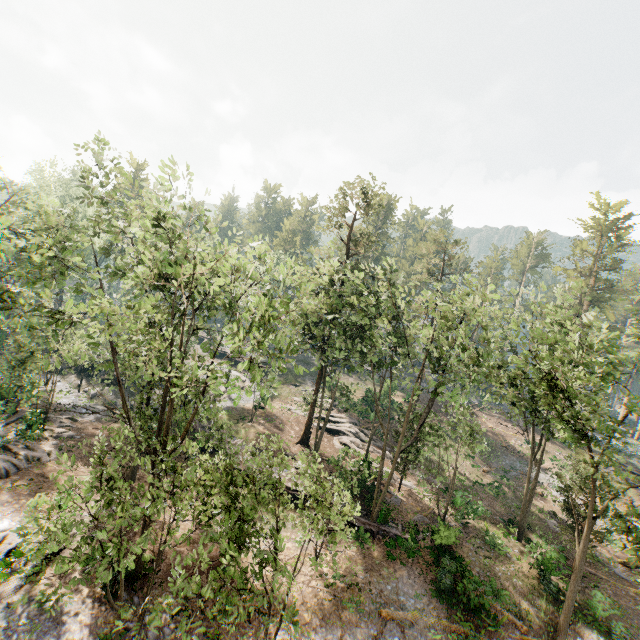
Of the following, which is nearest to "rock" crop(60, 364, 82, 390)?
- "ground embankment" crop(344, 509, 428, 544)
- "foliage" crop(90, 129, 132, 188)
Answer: "foliage" crop(90, 129, 132, 188)

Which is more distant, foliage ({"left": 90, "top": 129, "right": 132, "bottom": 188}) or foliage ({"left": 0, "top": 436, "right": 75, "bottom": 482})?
Result: foliage ({"left": 90, "top": 129, "right": 132, "bottom": 188})

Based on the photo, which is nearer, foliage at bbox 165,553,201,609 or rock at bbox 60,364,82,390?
foliage at bbox 165,553,201,609

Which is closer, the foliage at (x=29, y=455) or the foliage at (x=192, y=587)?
the foliage at (x=192, y=587)

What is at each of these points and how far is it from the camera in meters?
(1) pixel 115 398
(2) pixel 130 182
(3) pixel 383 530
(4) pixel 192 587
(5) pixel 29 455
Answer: (1) rock, 35.2 m
(2) foliage, 19.5 m
(3) ground embankment, 22.9 m
(4) foliage, 10.2 m
(5) foliage, 23.0 m

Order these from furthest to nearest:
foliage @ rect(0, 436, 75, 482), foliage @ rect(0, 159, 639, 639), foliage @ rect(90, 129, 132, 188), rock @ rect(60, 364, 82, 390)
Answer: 1. rock @ rect(60, 364, 82, 390)
2. foliage @ rect(90, 129, 132, 188)
3. foliage @ rect(0, 159, 639, 639)
4. foliage @ rect(0, 436, 75, 482)

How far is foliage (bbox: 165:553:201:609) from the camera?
9.8 meters

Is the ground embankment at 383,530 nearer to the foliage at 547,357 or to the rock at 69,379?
the foliage at 547,357
